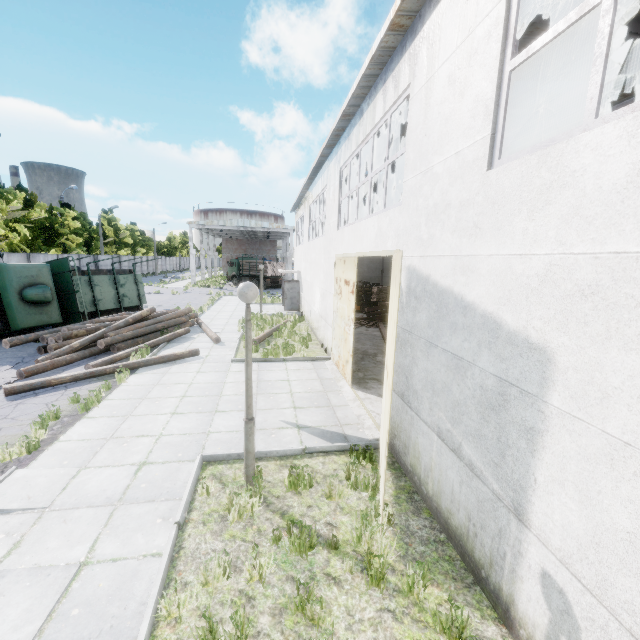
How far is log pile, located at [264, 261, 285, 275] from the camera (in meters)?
39.34

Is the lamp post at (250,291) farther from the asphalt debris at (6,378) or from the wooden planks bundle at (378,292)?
the wooden planks bundle at (378,292)

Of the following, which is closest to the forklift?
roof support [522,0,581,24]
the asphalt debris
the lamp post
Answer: roof support [522,0,581,24]

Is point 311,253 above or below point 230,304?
above

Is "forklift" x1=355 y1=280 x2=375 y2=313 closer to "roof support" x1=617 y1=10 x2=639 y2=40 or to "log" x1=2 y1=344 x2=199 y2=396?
"log" x1=2 y1=344 x2=199 y2=396

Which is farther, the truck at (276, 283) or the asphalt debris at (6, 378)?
the truck at (276, 283)

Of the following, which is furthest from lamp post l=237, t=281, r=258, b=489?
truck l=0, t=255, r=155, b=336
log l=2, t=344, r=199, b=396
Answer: truck l=0, t=255, r=155, b=336

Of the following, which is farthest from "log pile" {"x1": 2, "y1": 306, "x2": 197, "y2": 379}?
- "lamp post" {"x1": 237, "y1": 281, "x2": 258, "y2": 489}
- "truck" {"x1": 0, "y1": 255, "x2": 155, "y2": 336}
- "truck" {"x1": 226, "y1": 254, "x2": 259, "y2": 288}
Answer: "truck" {"x1": 226, "y1": 254, "x2": 259, "y2": 288}
